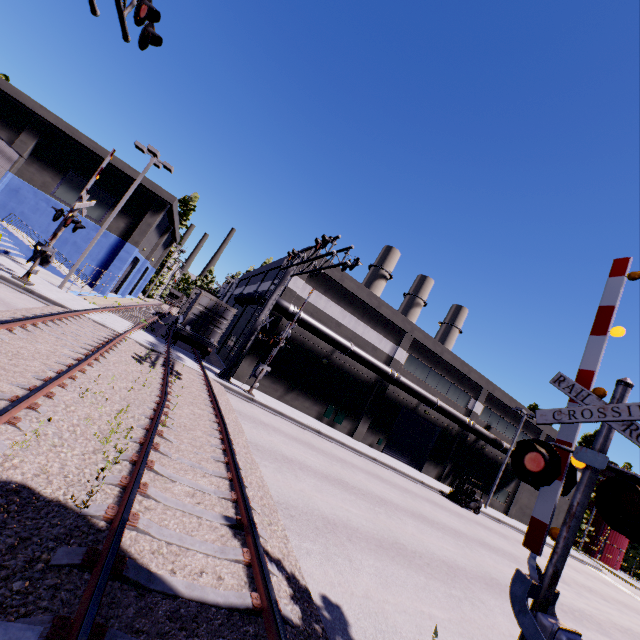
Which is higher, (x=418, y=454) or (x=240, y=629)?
(x=418, y=454)

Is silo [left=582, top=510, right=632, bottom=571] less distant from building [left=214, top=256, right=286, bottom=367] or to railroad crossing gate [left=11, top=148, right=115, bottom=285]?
building [left=214, top=256, right=286, bottom=367]

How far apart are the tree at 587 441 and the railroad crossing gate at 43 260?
62.4 meters

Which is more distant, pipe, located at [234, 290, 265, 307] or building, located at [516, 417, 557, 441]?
building, located at [516, 417, 557, 441]

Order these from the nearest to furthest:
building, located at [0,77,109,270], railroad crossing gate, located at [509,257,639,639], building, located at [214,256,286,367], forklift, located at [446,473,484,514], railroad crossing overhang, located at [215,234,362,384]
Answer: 1. railroad crossing gate, located at [509,257,639,639]
2. railroad crossing overhang, located at [215,234,362,384]
3. building, located at [0,77,109,270]
4. forklift, located at [446,473,484,514]
5. building, located at [214,256,286,367]

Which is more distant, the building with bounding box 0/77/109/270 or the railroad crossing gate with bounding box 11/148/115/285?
the building with bounding box 0/77/109/270

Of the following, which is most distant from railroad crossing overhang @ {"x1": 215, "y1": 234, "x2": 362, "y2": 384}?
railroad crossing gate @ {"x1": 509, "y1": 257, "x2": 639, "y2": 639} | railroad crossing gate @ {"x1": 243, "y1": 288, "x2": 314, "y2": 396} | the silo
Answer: the silo

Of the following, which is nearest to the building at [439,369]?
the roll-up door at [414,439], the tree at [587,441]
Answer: the roll-up door at [414,439]
